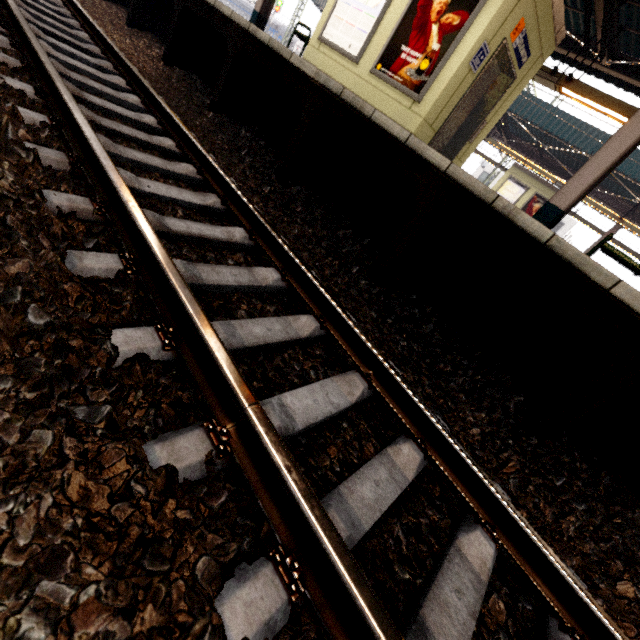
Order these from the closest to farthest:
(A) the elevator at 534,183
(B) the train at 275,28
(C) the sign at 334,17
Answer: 1. (C) the sign at 334,17
2. (A) the elevator at 534,183
3. (B) the train at 275,28

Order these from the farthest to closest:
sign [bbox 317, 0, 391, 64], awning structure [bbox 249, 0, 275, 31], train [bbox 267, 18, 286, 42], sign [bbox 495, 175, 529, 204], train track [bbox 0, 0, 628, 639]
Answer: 1. train [bbox 267, 18, 286, 42]
2. sign [bbox 495, 175, 529, 204]
3. awning structure [bbox 249, 0, 275, 31]
4. sign [bbox 317, 0, 391, 64]
5. train track [bbox 0, 0, 628, 639]

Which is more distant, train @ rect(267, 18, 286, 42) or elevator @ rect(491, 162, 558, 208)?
train @ rect(267, 18, 286, 42)

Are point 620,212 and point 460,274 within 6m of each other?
no

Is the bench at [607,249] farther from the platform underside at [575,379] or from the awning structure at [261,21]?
the platform underside at [575,379]

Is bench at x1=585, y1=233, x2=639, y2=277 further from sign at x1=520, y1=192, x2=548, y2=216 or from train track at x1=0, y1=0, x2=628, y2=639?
sign at x1=520, y1=192, x2=548, y2=216

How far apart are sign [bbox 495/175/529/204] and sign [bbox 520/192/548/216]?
0.27m

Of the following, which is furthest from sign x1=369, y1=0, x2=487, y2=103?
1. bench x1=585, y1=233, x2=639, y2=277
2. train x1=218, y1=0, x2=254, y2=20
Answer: train x1=218, y1=0, x2=254, y2=20
